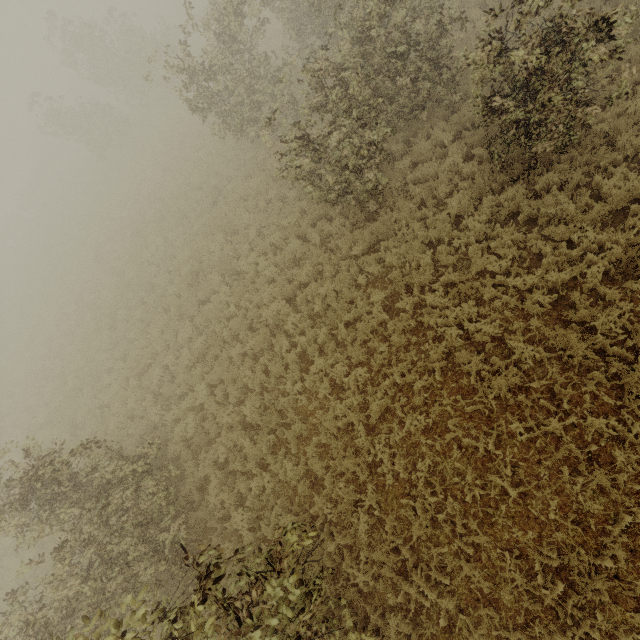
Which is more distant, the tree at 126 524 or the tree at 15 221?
A: the tree at 15 221

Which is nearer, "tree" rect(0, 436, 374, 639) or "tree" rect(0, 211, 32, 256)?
"tree" rect(0, 436, 374, 639)

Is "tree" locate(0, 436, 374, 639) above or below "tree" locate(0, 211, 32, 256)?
above

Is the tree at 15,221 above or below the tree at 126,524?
below

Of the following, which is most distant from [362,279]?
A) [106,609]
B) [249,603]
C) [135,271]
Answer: [135,271]
